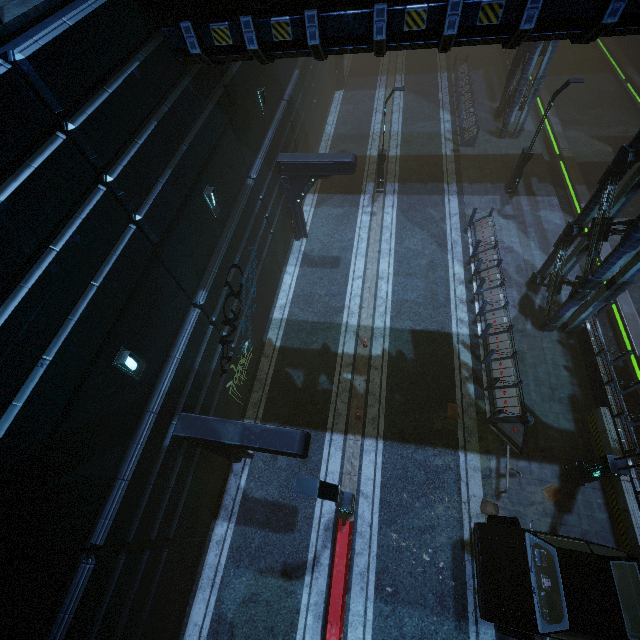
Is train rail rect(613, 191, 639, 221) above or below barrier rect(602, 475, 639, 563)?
below

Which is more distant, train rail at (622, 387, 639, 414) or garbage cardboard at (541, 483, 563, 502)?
train rail at (622, 387, 639, 414)

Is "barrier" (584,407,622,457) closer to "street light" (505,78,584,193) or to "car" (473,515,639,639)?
"car" (473,515,639,639)

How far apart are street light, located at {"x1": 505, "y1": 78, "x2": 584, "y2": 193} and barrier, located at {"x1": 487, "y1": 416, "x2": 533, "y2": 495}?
13.5 meters

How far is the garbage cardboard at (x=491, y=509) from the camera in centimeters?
1085cm

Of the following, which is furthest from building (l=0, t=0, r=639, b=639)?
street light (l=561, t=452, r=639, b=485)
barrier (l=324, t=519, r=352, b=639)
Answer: barrier (l=324, t=519, r=352, b=639)

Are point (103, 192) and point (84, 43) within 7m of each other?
yes

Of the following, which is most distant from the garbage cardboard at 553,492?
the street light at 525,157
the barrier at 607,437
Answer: the street light at 525,157
